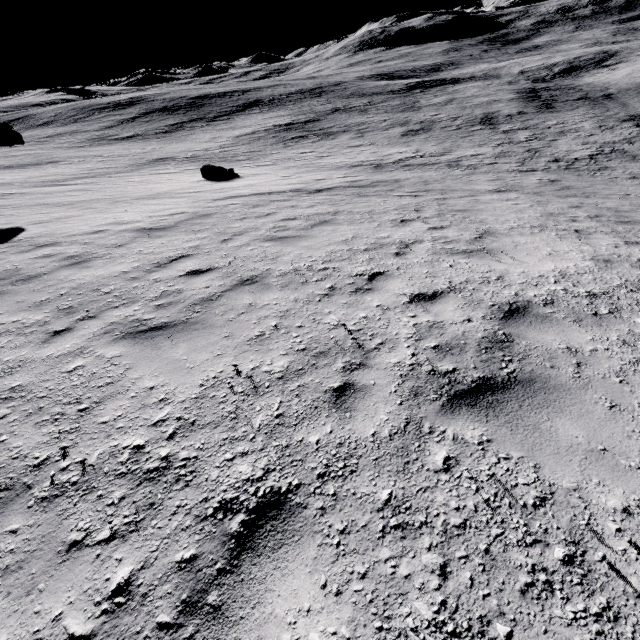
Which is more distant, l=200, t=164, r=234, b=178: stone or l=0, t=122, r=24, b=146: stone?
l=200, t=164, r=234, b=178: stone

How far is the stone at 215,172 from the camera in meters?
18.6 m

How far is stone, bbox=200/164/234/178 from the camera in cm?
1856

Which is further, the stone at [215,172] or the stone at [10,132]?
the stone at [215,172]

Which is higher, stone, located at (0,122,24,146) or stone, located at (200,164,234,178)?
stone, located at (0,122,24,146)

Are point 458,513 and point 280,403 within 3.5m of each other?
yes
